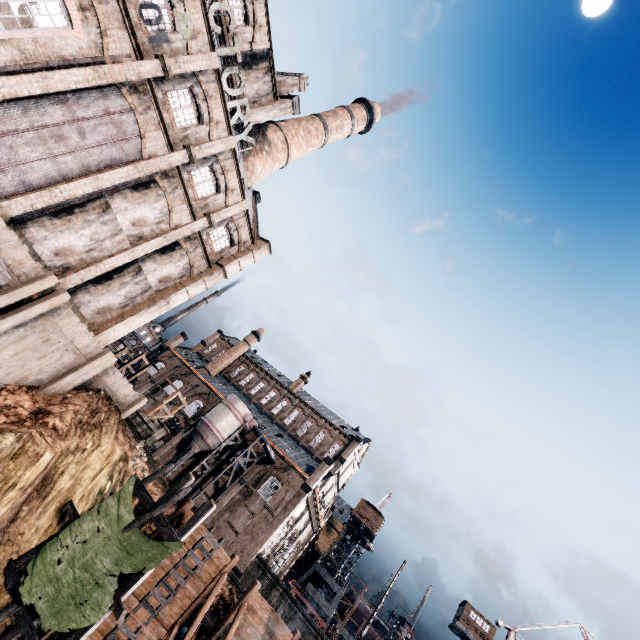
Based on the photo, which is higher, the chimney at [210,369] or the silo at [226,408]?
the chimney at [210,369]

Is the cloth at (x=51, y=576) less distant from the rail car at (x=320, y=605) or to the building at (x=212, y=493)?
the building at (x=212, y=493)

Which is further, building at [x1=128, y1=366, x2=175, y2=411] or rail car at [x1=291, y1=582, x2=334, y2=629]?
building at [x1=128, y1=366, x2=175, y2=411]

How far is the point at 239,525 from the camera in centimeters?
3816cm

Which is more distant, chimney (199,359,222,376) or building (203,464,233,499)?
chimney (199,359,222,376)

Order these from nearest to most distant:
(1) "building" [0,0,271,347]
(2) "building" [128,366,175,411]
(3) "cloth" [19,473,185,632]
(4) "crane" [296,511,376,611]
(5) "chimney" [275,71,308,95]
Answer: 1. (3) "cloth" [19,473,185,632]
2. (1) "building" [0,0,271,347]
3. (5) "chimney" [275,71,308,95]
4. (2) "building" [128,366,175,411]
5. (4) "crane" [296,511,376,611]

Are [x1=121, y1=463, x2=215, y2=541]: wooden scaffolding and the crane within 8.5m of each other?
no

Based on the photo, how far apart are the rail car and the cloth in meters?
40.5 m
